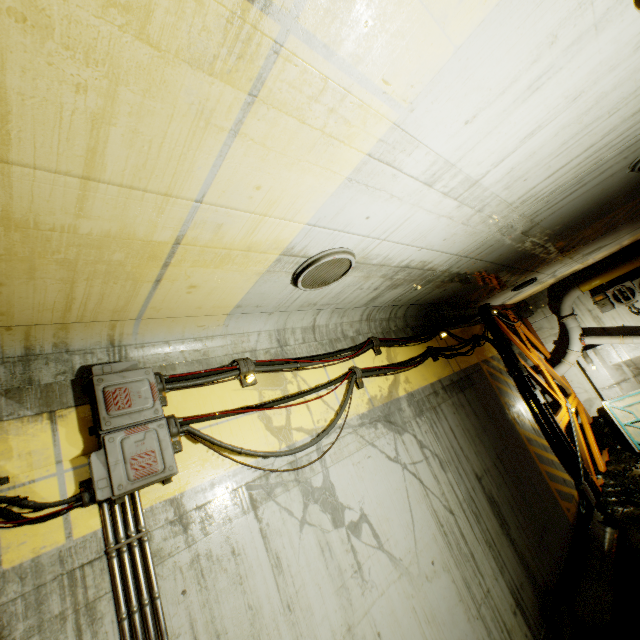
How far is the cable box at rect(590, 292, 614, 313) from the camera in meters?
13.0

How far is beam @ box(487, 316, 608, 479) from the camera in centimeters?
1058cm

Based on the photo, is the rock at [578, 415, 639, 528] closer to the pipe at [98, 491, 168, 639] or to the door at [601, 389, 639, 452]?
the door at [601, 389, 639, 452]

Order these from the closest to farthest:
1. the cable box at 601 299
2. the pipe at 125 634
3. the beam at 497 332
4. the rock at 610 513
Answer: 1. the pipe at 125 634
2. the rock at 610 513
3. the beam at 497 332
4. the cable box at 601 299

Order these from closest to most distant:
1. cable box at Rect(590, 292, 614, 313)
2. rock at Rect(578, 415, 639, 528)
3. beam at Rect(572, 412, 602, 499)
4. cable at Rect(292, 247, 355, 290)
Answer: cable at Rect(292, 247, 355, 290) → rock at Rect(578, 415, 639, 528) → beam at Rect(572, 412, 602, 499) → cable box at Rect(590, 292, 614, 313)

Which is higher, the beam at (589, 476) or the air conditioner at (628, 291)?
the air conditioner at (628, 291)

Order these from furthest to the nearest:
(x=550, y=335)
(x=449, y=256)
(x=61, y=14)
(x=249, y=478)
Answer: (x=550, y=335) < (x=449, y=256) < (x=249, y=478) < (x=61, y=14)

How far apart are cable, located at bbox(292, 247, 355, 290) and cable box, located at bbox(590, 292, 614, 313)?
14.2 meters
